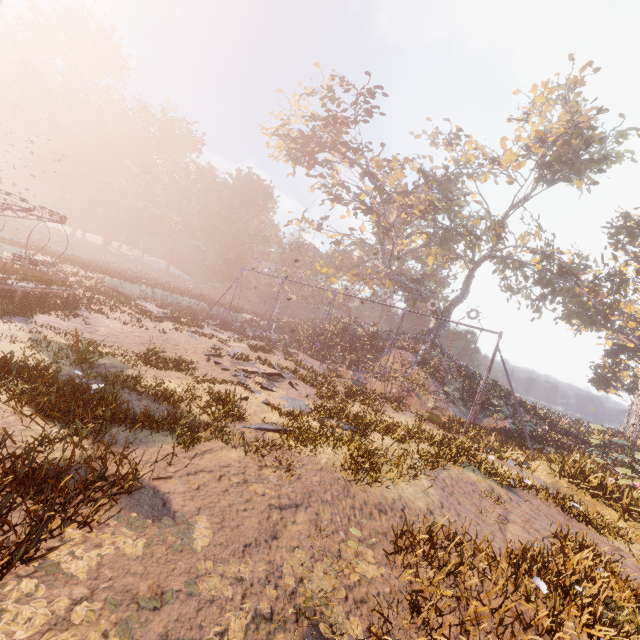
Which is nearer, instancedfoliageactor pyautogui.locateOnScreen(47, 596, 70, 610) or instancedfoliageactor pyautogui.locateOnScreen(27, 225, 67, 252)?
instancedfoliageactor pyautogui.locateOnScreen(47, 596, 70, 610)

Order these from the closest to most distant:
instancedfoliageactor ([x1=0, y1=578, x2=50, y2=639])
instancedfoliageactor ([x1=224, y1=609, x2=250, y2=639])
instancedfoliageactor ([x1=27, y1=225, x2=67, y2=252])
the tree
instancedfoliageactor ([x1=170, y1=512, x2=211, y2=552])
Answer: instancedfoliageactor ([x1=0, y1=578, x2=50, y2=639])
instancedfoliageactor ([x1=224, y1=609, x2=250, y2=639])
instancedfoliageactor ([x1=170, y1=512, x2=211, y2=552])
the tree
instancedfoliageactor ([x1=27, y1=225, x2=67, y2=252])

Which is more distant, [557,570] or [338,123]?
[338,123]

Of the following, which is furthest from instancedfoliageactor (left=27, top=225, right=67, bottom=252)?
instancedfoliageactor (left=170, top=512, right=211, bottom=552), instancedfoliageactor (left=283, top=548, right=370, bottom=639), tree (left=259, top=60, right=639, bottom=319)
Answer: instancedfoliageactor (left=283, top=548, right=370, bottom=639)

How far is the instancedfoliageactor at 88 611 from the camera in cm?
290

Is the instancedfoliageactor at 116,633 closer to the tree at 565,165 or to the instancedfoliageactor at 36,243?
the tree at 565,165

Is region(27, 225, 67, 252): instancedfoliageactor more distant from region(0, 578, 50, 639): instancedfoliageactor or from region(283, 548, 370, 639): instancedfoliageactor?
region(283, 548, 370, 639): instancedfoliageactor
